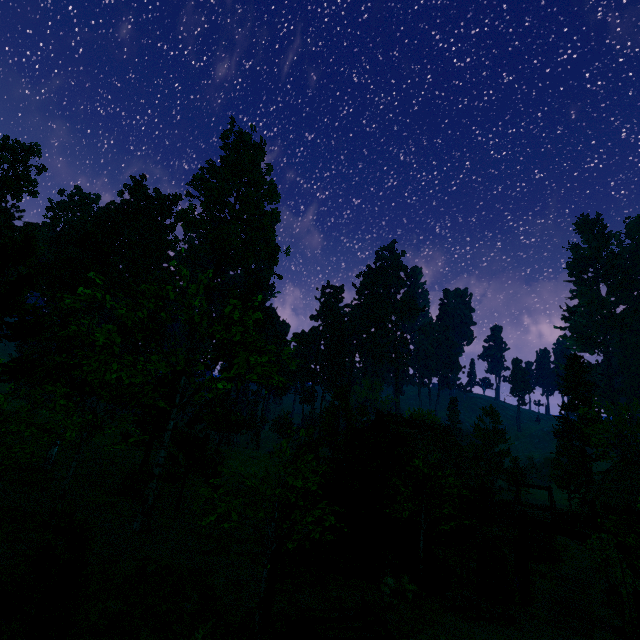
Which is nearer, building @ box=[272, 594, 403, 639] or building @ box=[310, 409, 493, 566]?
building @ box=[272, 594, 403, 639]

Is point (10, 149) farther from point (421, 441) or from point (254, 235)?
point (421, 441)

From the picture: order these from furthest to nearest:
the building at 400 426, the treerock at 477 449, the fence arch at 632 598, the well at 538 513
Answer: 1. the treerock at 477 449
2. the well at 538 513
3. the building at 400 426
4. the fence arch at 632 598

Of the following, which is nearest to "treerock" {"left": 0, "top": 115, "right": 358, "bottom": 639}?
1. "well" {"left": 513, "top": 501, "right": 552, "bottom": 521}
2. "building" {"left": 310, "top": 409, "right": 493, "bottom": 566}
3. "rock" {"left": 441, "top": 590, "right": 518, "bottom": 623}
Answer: "building" {"left": 310, "top": 409, "right": 493, "bottom": 566}

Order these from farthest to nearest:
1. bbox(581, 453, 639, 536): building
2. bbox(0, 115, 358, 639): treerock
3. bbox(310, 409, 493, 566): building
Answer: bbox(581, 453, 639, 536): building → bbox(310, 409, 493, 566): building → bbox(0, 115, 358, 639): treerock

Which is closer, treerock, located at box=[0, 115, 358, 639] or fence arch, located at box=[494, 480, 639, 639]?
treerock, located at box=[0, 115, 358, 639]

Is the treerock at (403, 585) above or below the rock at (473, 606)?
above
